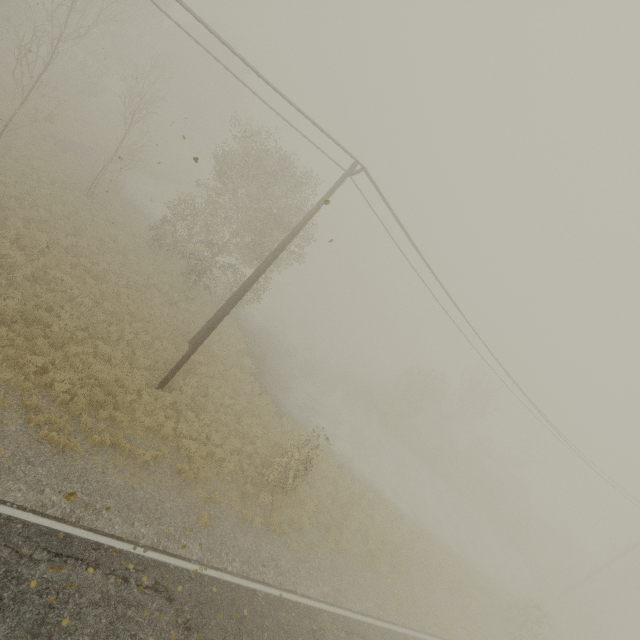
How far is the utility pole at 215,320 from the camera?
12.0 meters

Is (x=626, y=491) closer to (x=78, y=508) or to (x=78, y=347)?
(x=78, y=508)

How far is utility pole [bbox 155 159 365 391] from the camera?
→ 12.0m
